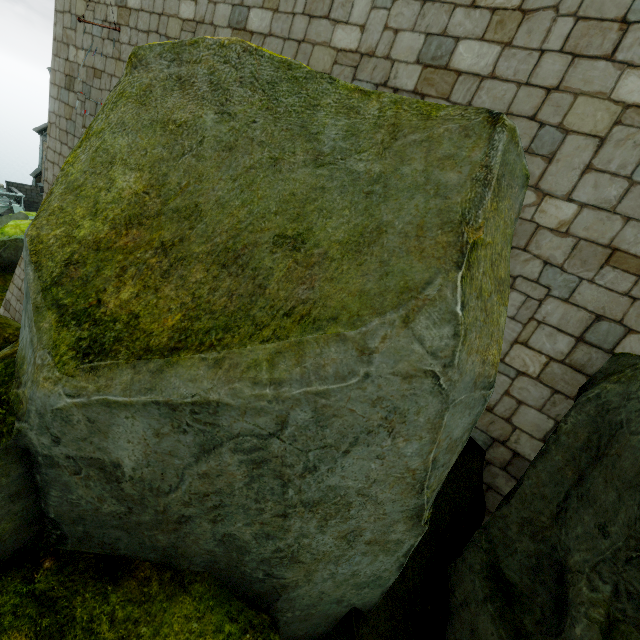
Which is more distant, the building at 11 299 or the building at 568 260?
the building at 11 299

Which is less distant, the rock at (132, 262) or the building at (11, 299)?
the rock at (132, 262)

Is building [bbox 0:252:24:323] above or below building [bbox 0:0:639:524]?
below

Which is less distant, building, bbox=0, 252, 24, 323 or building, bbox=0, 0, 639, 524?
building, bbox=0, 0, 639, 524

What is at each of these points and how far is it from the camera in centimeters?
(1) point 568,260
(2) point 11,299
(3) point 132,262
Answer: (1) building, 395cm
(2) building, 1145cm
(3) rock, 220cm

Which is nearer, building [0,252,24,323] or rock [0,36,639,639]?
rock [0,36,639,639]

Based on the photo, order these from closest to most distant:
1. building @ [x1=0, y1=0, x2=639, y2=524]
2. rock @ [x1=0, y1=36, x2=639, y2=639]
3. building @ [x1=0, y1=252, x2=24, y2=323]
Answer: rock @ [x1=0, y1=36, x2=639, y2=639], building @ [x1=0, y1=0, x2=639, y2=524], building @ [x1=0, y1=252, x2=24, y2=323]
